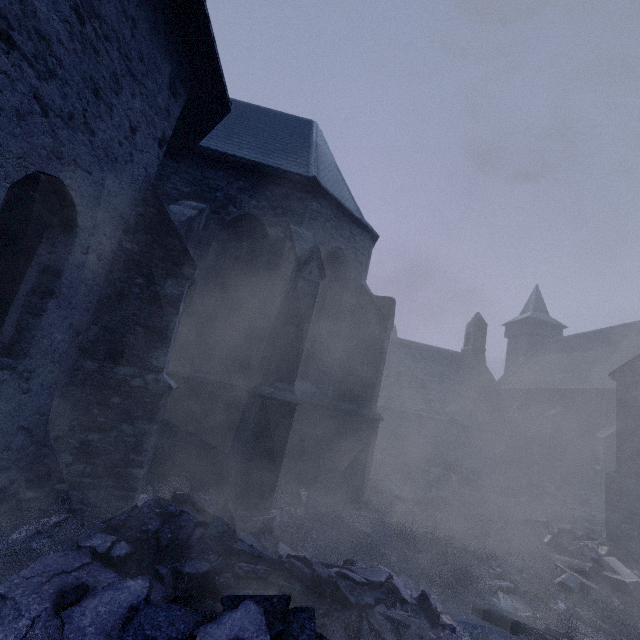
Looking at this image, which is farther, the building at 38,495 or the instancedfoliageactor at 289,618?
the building at 38,495

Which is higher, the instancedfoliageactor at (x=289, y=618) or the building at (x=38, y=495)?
the building at (x=38, y=495)

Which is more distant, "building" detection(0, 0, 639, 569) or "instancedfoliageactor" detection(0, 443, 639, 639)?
"building" detection(0, 0, 639, 569)

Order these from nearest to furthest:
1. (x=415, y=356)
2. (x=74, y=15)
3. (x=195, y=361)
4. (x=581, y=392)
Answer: (x=74, y=15), (x=195, y=361), (x=581, y=392), (x=415, y=356)

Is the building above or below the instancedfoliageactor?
above
